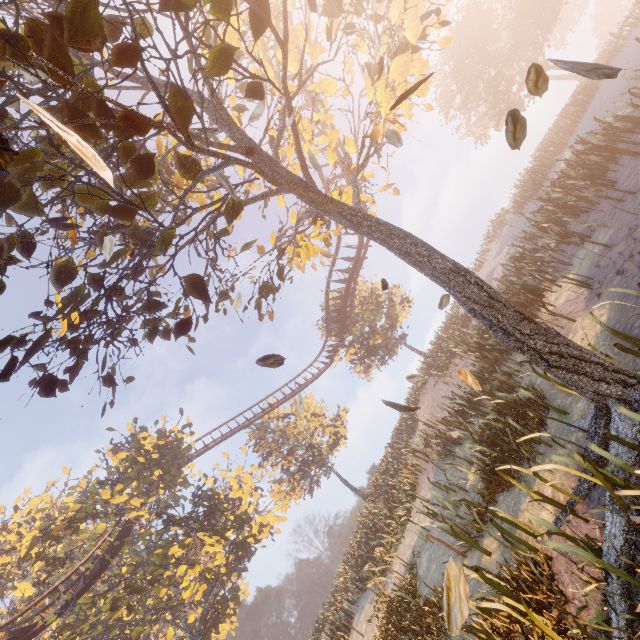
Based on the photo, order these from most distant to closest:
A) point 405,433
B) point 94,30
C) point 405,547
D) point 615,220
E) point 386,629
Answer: point 405,433
point 405,547
point 386,629
point 615,220
point 94,30

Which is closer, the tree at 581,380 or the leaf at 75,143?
the leaf at 75,143

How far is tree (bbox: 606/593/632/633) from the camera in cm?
317

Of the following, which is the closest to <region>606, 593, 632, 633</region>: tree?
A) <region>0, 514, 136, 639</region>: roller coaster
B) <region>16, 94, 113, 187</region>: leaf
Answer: <region>0, 514, 136, 639</region>: roller coaster

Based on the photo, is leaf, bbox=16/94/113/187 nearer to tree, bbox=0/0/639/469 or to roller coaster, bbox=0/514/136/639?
tree, bbox=0/0/639/469

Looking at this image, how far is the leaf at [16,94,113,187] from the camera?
1.4m

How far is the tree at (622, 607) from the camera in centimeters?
317cm

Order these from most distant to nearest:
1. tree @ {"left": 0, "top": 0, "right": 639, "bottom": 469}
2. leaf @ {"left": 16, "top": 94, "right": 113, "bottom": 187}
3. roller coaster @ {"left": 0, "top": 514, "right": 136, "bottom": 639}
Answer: Result:
roller coaster @ {"left": 0, "top": 514, "right": 136, "bottom": 639}
tree @ {"left": 0, "top": 0, "right": 639, "bottom": 469}
leaf @ {"left": 16, "top": 94, "right": 113, "bottom": 187}
